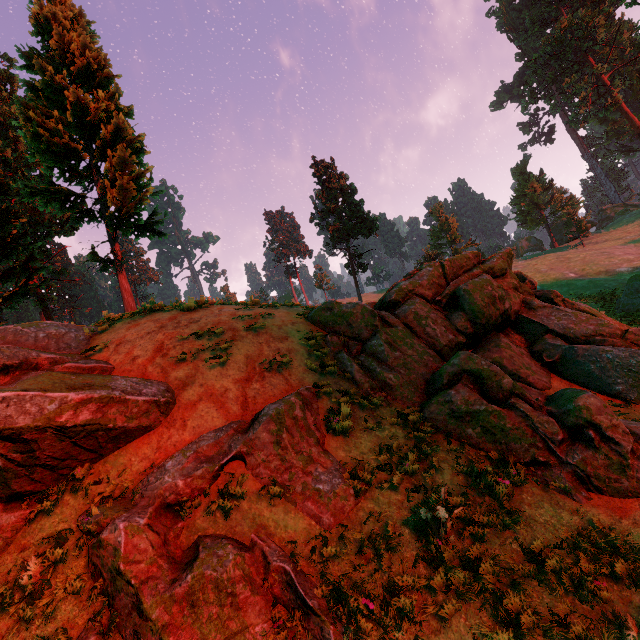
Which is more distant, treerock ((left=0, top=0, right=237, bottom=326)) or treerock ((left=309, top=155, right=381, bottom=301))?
treerock ((left=309, top=155, right=381, bottom=301))

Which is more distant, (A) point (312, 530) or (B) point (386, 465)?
(B) point (386, 465)

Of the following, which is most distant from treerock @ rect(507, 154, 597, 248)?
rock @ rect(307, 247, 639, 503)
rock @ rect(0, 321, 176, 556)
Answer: rock @ rect(307, 247, 639, 503)

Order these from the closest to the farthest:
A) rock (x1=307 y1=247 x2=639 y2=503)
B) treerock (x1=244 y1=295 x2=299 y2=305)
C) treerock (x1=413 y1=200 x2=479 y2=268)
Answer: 1. rock (x1=307 y1=247 x2=639 y2=503)
2. treerock (x1=244 y1=295 x2=299 y2=305)
3. treerock (x1=413 y1=200 x2=479 y2=268)

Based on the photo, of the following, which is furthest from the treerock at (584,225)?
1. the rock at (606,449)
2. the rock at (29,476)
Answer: the rock at (606,449)

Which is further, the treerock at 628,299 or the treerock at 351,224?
the treerock at 351,224
